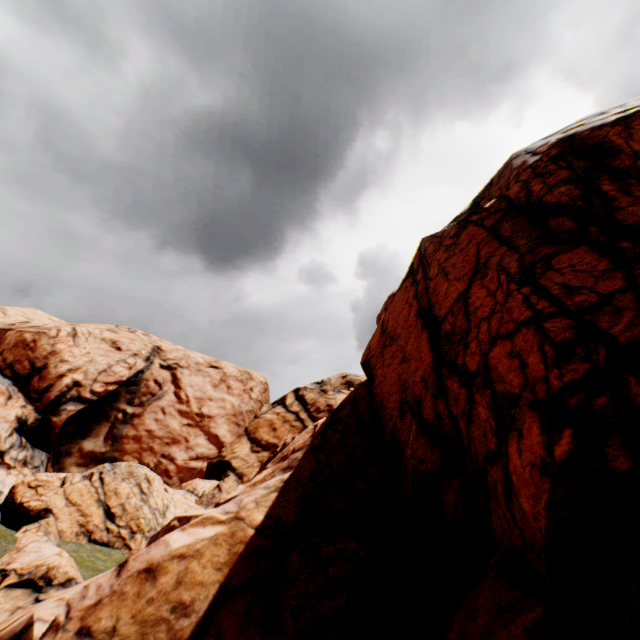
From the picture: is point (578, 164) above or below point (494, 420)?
above
